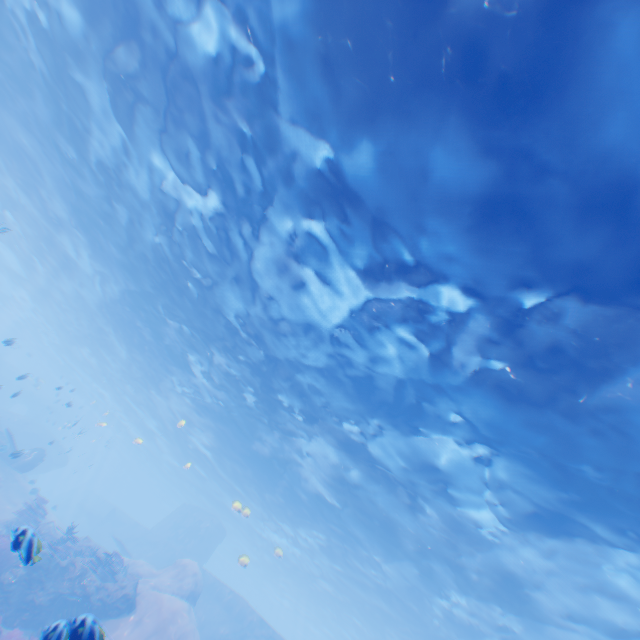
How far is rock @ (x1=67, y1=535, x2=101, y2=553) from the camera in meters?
17.3

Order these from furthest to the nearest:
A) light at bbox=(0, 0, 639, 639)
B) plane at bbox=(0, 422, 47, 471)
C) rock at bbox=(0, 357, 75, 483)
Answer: rock at bbox=(0, 357, 75, 483) < plane at bbox=(0, 422, 47, 471) < light at bbox=(0, 0, 639, 639)

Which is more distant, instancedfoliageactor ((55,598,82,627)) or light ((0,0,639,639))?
light ((0,0,639,639))

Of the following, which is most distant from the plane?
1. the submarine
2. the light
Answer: the light

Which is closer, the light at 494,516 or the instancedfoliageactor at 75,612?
the instancedfoliageactor at 75,612

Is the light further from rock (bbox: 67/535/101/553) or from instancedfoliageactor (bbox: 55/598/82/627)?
instancedfoliageactor (bbox: 55/598/82/627)

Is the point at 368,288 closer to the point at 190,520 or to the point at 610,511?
the point at 610,511

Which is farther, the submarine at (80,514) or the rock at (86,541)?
the submarine at (80,514)
